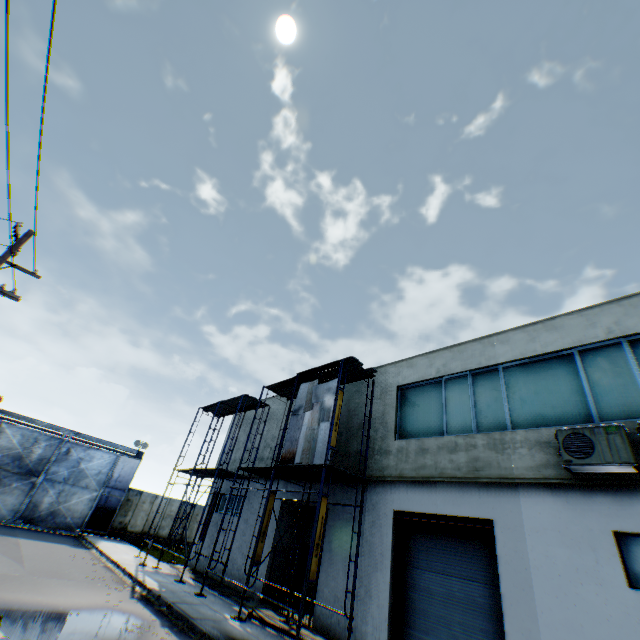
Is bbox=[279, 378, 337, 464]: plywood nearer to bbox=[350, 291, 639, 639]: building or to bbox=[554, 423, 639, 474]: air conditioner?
bbox=[350, 291, 639, 639]: building

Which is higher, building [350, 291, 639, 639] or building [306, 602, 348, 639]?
building [350, 291, 639, 639]

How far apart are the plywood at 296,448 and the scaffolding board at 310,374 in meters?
0.5 m

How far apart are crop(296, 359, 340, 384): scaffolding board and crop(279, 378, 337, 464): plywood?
0.5 meters

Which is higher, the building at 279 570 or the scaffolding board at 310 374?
the scaffolding board at 310 374

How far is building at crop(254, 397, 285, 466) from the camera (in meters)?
18.77

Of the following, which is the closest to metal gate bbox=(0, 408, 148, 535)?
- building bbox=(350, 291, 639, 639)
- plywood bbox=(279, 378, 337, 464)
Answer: building bbox=(350, 291, 639, 639)

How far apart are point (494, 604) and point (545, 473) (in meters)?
3.71
